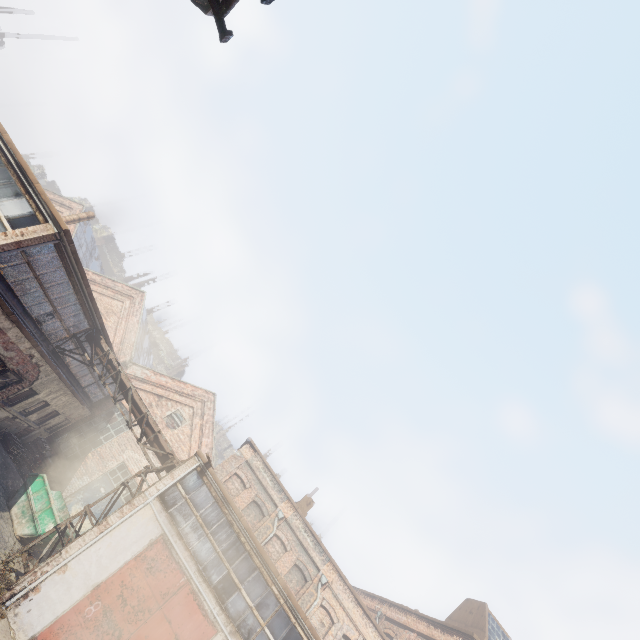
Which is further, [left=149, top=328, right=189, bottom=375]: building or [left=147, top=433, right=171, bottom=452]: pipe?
[left=149, top=328, right=189, bottom=375]: building

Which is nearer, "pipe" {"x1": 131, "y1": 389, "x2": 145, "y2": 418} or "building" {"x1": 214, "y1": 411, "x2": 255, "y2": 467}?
"pipe" {"x1": 131, "y1": 389, "x2": 145, "y2": 418}

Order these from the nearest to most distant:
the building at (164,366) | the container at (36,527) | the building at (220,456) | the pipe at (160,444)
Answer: the container at (36,527) < the pipe at (160,444) < the building at (164,366) < the building at (220,456)

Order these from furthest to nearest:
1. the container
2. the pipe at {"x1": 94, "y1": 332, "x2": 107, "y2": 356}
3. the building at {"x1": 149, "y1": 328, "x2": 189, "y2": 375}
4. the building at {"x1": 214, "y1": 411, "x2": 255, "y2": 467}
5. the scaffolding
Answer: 1. the building at {"x1": 214, "y1": 411, "x2": 255, "y2": 467}
2. the building at {"x1": 149, "y1": 328, "x2": 189, "y2": 375}
3. the pipe at {"x1": 94, "y1": 332, "x2": 107, "y2": 356}
4. the container
5. the scaffolding

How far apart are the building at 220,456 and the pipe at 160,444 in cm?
4413

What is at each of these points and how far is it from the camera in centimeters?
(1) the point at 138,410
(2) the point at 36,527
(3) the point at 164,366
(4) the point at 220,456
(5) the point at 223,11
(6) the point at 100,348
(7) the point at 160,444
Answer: (1) pipe, 1440cm
(2) container, 1317cm
(3) building, 5641cm
(4) building, 5506cm
(5) scaffolding, 338cm
(6) pipe, 1509cm
(7) pipe, 1404cm

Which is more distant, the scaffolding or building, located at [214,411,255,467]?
building, located at [214,411,255,467]

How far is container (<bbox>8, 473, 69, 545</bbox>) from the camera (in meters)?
13.10
